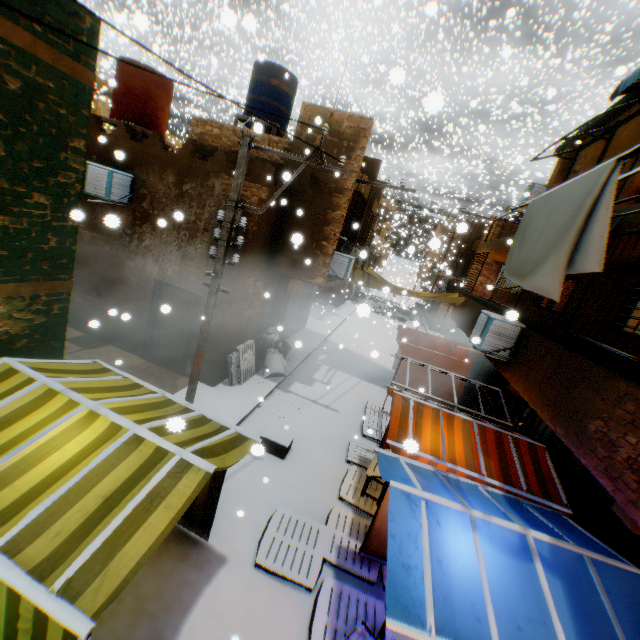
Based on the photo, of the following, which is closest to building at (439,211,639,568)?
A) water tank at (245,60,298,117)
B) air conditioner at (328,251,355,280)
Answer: air conditioner at (328,251,355,280)

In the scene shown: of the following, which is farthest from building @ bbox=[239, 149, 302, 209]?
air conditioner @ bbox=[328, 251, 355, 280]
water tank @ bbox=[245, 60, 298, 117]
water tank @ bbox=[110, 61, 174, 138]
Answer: water tank @ bbox=[245, 60, 298, 117]

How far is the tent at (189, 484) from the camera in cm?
240

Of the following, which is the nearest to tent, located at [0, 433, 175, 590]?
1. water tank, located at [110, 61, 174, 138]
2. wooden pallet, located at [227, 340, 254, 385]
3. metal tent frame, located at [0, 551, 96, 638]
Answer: metal tent frame, located at [0, 551, 96, 638]

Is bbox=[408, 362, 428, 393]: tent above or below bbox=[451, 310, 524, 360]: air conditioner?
below

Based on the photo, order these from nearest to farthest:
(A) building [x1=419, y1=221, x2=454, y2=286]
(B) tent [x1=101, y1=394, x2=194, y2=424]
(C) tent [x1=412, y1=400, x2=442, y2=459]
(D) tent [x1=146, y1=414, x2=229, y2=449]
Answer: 1. (D) tent [x1=146, y1=414, x2=229, y2=449]
2. (B) tent [x1=101, y1=394, x2=194, y2=424]
3. (C) tent [x1=412, y1=400, x2=442, y2=459]
4. (A) building [x1=419, y1=221, x2=454, y2=286]

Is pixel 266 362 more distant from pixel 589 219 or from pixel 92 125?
pixel 589 219

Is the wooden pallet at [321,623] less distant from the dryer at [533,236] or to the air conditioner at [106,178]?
the dryer at [533,236]
